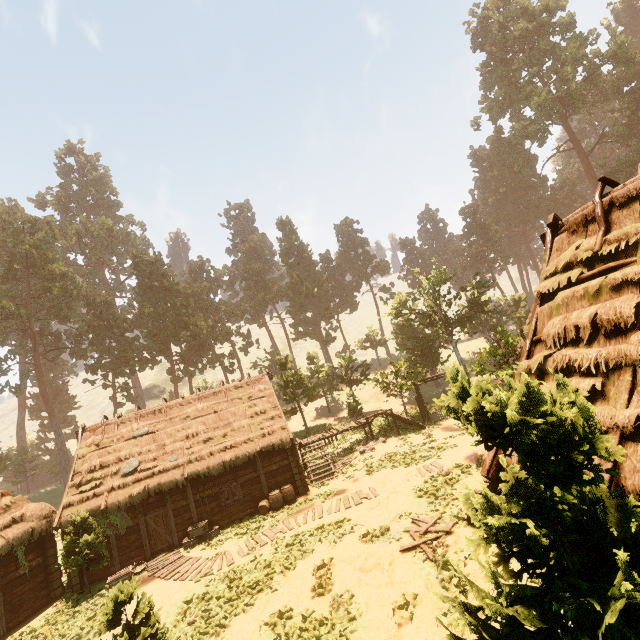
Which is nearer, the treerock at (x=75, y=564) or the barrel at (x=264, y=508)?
the treerock at (x=75, y=564)

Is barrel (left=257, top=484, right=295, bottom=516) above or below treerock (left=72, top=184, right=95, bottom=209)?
below

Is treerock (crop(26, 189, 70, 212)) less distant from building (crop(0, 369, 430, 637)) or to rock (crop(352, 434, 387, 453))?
building (crop(0, 369, 430, 637))

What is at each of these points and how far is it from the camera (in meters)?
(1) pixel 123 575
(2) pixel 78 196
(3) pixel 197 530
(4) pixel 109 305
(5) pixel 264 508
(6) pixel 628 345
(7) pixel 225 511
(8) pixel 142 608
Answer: (1) basket, 14.81
(2) treerock, 58.91
(3) basket, 16.77
(4) treerock, 42.62
(5) barrel, 17.78
(6) building, 4.95
(7) building, 18.17
(8) treerock, 7.34

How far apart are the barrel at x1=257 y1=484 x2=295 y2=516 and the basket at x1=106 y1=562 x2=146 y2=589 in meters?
5.5

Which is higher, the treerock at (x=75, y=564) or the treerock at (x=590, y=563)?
the treerock at (x=590, y=563)

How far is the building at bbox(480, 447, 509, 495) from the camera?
6.1 meters

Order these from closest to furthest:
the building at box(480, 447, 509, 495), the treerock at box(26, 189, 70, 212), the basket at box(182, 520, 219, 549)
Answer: the building at box(480, 447, 509, 495) → the basket at box(182, 520, 219, 549) → the treerock at box(26, 189, 70, 212)
